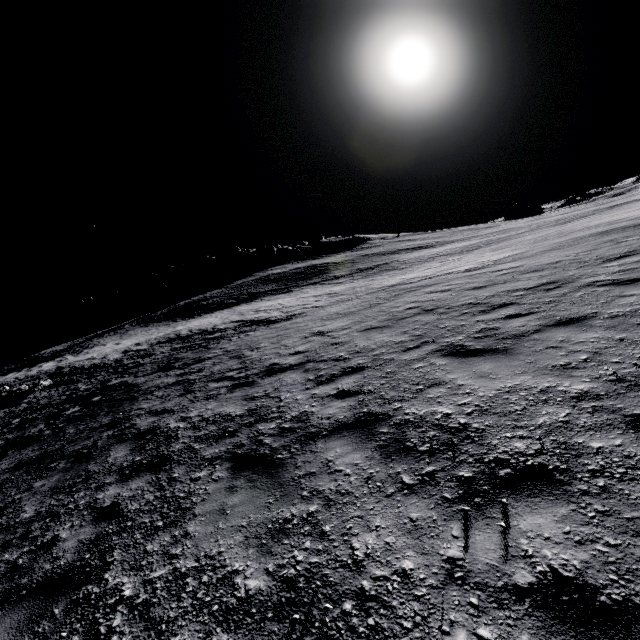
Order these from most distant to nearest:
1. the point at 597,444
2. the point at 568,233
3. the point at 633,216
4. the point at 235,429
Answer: the point at 568,233 < the point at 633,216 < the point at 235,429 < the point at 597,444
